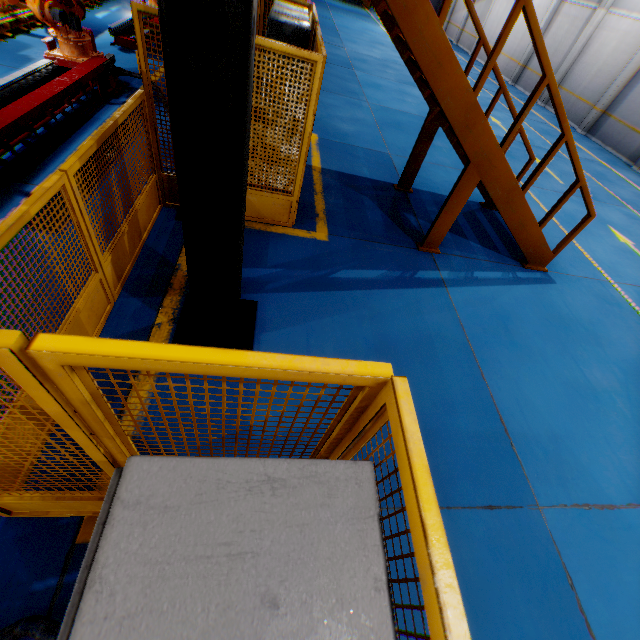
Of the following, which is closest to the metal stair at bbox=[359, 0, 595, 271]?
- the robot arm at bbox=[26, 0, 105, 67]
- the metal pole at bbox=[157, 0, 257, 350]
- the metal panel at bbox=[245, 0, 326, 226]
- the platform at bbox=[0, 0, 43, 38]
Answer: the metal panel at bbox=[245, 0, 326, 226]

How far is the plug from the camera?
6.3m

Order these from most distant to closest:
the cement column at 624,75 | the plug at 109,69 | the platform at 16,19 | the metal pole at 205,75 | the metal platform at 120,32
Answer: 1. the cement column at 624,75
2. the metal platform at 120,32
3. the platform at 16,19
4. the plug at 109,69
5. the metal pole at 205,75

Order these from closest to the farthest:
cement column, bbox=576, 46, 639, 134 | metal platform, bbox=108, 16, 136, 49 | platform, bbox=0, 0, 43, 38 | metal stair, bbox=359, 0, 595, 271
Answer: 1. metal stair, bbox=359, 0, 595, 271
2. platform, bbox=0, 0, 43, 38
3. metal platform, bbox=108, 16, 136, 49
4. cement column, bbox=576, 46, 639, 134

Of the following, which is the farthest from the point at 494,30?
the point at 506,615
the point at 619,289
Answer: the point at 506,615

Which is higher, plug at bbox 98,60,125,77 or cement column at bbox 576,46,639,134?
cement column at bbox 576,46,639,134

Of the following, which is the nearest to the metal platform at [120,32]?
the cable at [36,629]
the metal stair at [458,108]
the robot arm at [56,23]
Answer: the robot arm at [56,23]

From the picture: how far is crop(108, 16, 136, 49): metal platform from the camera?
8.6m
